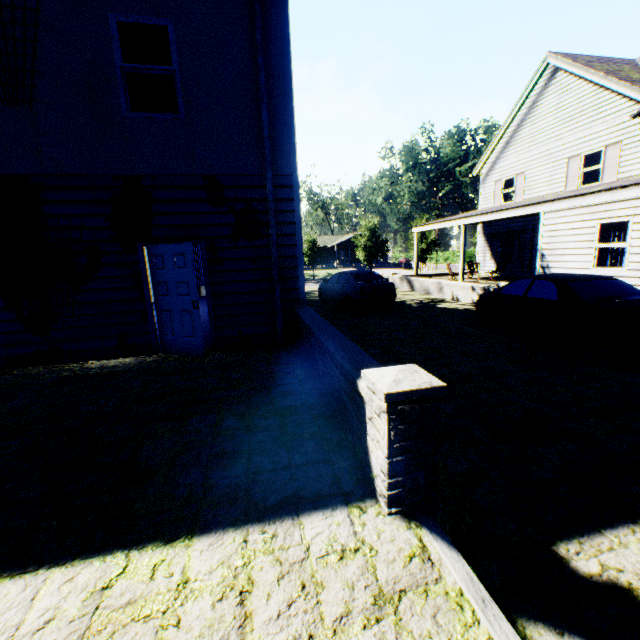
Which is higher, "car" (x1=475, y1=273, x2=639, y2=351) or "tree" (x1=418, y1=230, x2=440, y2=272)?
Answer: "tree" (x1=418, y1=230, x2=440, y2=272)

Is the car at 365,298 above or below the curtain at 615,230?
below

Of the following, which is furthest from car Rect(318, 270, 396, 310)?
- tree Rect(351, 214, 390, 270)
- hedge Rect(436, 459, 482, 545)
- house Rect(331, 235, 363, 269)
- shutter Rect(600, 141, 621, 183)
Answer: house Rect(331, 235, 363, 269)

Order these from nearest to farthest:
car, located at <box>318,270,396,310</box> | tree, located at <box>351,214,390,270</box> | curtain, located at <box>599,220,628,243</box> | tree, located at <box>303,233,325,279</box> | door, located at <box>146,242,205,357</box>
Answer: door, located at <box>146,242,205,357</box>
curtain, located at <box>599,220,628,243</box>
car, located at <box>318,270,396,310</box>
tree, located at <box>351,214,390,270</box>
tree, located at <box>303,233,325,279</box>

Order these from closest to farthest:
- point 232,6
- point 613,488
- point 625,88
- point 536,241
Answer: point 613,488
point 232,6
point 625,88
point 536,241

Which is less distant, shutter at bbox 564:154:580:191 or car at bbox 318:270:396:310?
car at bbox 318:270:396:310

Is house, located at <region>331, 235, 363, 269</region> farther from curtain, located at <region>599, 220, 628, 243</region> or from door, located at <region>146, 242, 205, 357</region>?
door, located at <region>146, 242, 205, 357</region>

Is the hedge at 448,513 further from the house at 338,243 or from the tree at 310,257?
the house at 338,243
